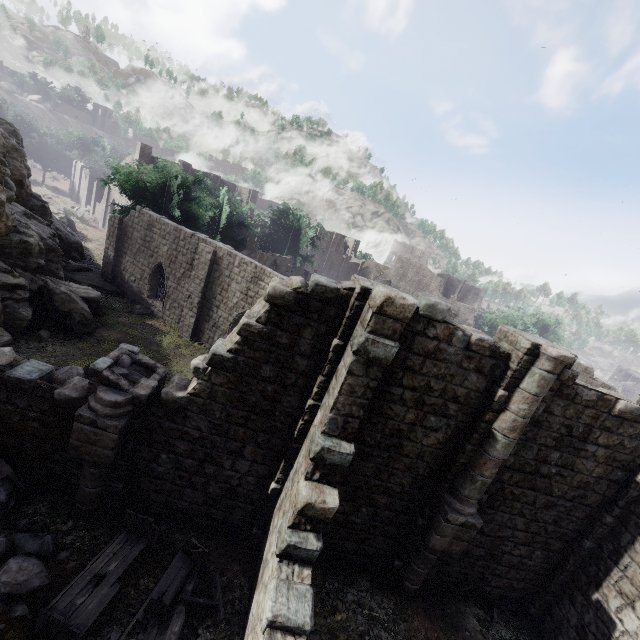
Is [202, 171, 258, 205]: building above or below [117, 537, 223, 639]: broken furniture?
above

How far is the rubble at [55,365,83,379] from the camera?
11.8 meters

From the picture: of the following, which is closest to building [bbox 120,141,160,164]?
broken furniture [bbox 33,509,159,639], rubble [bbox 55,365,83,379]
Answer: rubble [bbox 55,365,83,379]

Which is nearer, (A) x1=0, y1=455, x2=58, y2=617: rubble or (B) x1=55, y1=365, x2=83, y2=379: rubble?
(A) x1=0, y1=455, x2=58, y2=617: rubble

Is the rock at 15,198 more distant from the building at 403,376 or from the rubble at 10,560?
the rubble at 10,560

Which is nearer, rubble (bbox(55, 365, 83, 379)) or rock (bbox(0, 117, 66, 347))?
rubble (bbox(55, 365, 83, 379))

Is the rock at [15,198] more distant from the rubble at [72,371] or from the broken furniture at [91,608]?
the broken furniture at [91,608]

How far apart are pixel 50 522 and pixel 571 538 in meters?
14.4 m
